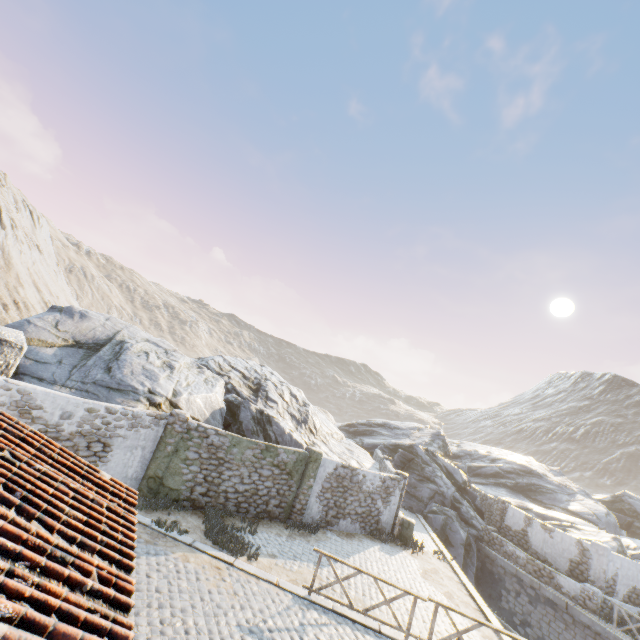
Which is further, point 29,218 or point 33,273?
point 29,218

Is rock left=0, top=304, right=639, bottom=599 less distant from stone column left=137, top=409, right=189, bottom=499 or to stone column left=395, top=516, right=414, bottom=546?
stone column left=137, top=409, right=189, bottom=499

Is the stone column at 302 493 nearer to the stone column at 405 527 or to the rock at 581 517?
the rock at 581 517

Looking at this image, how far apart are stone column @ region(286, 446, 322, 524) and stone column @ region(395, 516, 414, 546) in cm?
510

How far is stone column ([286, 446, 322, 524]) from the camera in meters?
14.1

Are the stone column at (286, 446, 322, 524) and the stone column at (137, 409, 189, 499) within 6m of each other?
yes

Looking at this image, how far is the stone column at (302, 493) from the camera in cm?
1412

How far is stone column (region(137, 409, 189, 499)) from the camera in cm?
1154
